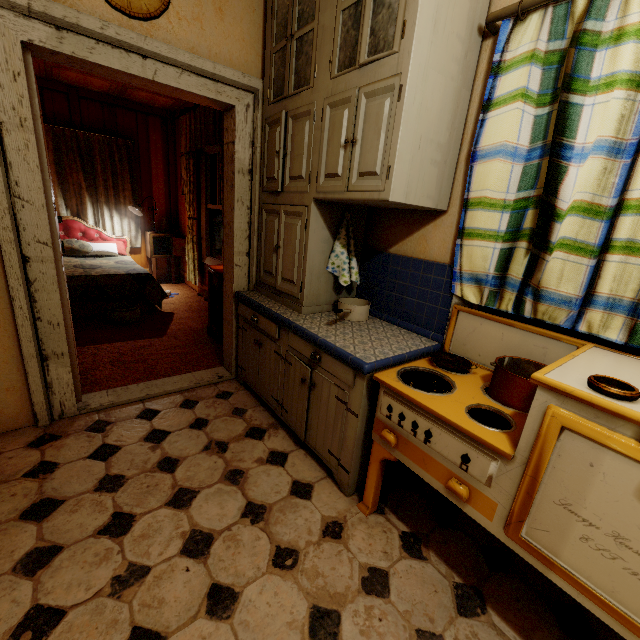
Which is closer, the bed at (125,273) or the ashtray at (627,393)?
the ashtray at (627,393)

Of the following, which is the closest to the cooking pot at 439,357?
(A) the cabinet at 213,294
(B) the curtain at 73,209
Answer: (A) the cabinet at 213,294

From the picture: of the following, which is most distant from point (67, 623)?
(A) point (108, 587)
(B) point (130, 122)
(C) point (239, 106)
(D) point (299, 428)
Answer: (B) point (130, 122)

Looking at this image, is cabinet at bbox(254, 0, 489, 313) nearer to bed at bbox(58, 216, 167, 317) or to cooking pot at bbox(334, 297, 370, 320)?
cooking pot at bbox(334, 297, 370, 320)

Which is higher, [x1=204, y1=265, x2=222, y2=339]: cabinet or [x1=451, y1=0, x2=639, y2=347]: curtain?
[x1=451, y1=0, x2=639, y2=347]: curtain

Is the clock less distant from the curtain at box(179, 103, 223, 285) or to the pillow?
the curtain at box(179, 103, 223, 285)

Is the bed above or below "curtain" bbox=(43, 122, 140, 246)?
below

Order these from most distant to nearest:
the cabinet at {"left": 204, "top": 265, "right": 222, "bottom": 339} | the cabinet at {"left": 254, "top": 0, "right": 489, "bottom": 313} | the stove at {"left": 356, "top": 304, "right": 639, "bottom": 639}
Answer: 1. the cabinet at {"left": 204, "top": 265, "right": 222, "bottom": 339}
2. the cabinet at {"left": 254, "top": 0, "right": 489, "bottom": 313}
3. the stove at {"left": 356, "top": 304, "right": 639, "bottom": 639}
